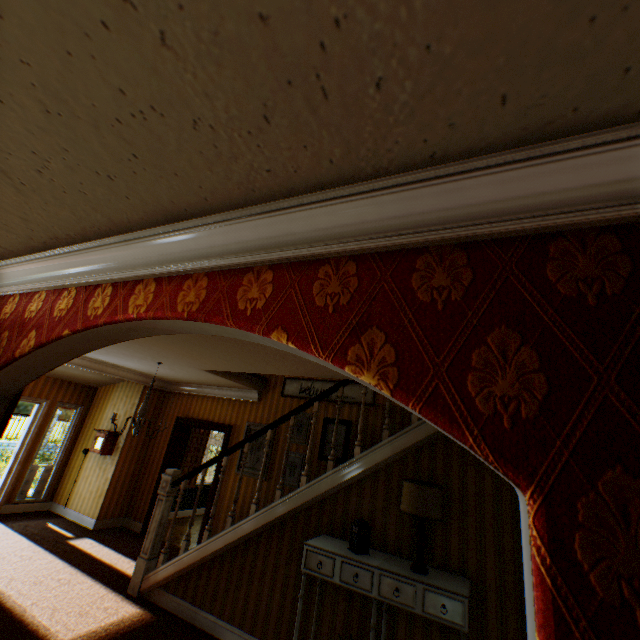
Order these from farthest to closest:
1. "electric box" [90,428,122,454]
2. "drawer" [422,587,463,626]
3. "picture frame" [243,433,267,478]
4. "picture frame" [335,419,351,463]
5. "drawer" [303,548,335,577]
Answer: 1. "electric box" [90,428,122,454]
2. "picture frame" [243,433,267,478]
3. "picture frame" [335,419,351,463]
4. "drawer" [303,548,335,577]
5. "drawer" [422,587,463,626]

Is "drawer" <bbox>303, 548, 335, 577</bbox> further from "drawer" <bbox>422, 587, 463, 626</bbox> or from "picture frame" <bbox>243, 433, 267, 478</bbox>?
"picture frame" <bbox>243, 433, 267, 478</bbox>

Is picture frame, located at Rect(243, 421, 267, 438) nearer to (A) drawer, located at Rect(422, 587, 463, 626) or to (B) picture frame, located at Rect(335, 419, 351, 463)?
(B) picture frame, located at Rect(335, 419, 351, 463)

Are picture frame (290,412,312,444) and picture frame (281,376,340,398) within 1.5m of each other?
yes

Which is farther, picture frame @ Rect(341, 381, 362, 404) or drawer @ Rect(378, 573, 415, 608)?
picture frame @ Rect(341, 381, 362, 404)

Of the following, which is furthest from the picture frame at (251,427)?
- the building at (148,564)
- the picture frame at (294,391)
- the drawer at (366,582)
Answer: the drawer at (366,582)

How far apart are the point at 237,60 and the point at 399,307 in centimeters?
80cm

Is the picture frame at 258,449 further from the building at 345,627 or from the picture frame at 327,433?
the picture frame at 327,433
